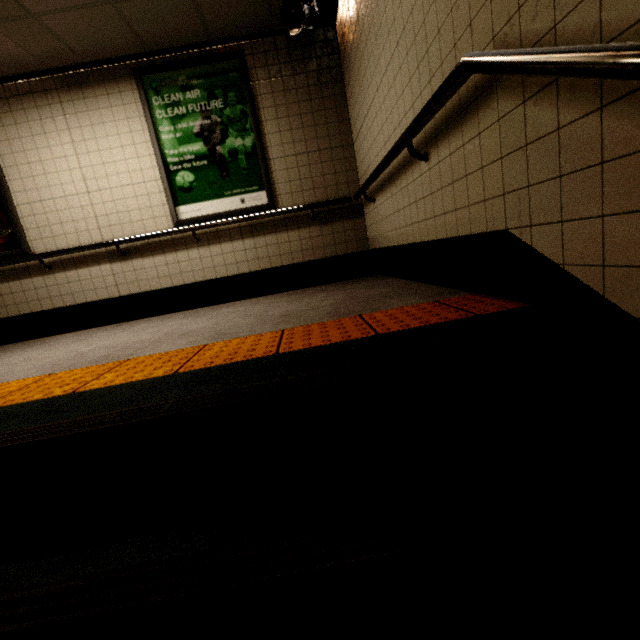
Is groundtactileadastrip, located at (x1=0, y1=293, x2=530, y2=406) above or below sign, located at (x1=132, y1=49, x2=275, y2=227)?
below

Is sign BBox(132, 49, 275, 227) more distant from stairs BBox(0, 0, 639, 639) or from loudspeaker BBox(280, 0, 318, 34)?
stairs BBox(0, 0, 639, 639)

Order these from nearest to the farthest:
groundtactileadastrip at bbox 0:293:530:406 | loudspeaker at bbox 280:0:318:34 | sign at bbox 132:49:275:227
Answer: groundtactileadastrip at bbox 0:293:530:406
loudspeaker at bbox 280:0:318:34
sign at bbox 132:49:275:227

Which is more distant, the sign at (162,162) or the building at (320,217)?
the sign at (162,162)

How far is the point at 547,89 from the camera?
1.03m

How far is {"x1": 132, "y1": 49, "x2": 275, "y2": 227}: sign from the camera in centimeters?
371cm

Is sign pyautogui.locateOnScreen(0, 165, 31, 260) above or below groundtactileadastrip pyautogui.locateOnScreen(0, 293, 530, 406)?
above

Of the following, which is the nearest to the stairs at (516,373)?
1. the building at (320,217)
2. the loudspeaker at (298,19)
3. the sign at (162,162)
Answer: the building at (320,217)
